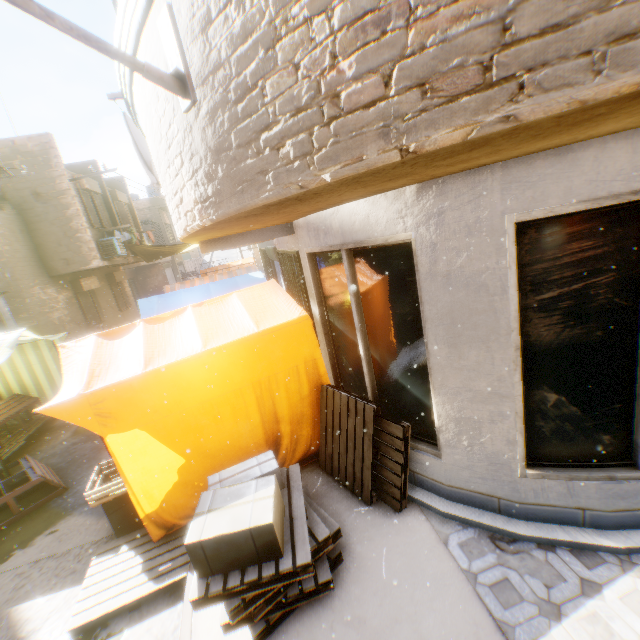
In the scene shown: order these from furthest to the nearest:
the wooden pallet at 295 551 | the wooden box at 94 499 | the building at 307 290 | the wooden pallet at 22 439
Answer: the wooden pallet at 22 439 → the wooden box at 94 499 → the wooden pallet at 295 551 → the building at 307 290

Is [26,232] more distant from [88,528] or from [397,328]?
[397,328]

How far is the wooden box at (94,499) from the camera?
4.0 meters

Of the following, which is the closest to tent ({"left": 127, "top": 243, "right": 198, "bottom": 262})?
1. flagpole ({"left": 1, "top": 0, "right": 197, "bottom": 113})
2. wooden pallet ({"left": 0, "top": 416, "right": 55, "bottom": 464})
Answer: wooden pallet ({"left": 0, "top": 416, "right": 55, "bottom": 464})

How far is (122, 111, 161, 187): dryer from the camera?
7.6m

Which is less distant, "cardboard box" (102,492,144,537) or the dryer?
"cardboard box" (102,492,144,537)

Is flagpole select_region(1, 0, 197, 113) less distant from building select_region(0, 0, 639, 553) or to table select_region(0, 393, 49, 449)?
building select_region(0, 0, 639, 553)

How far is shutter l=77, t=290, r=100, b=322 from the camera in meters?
14.3
